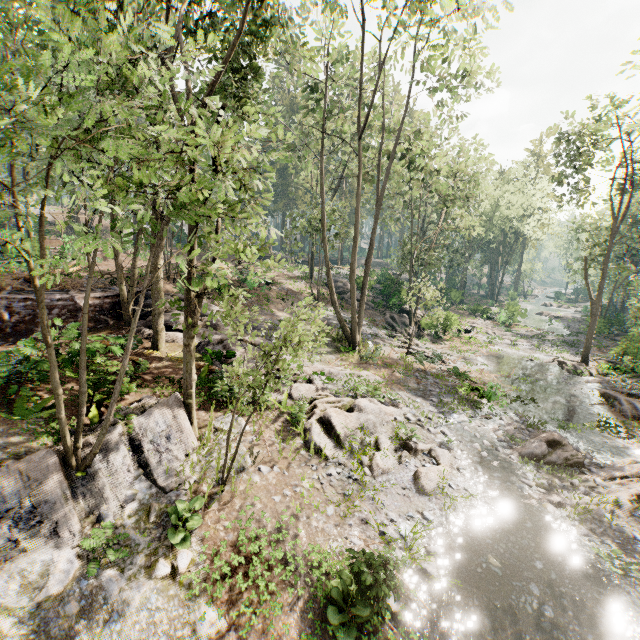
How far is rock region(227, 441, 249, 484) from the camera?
9.08m

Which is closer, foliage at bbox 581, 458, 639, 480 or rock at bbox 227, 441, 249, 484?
rock at bbox 227, 441, 249, 484

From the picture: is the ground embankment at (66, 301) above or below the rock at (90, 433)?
above

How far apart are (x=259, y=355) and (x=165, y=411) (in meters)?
3.30

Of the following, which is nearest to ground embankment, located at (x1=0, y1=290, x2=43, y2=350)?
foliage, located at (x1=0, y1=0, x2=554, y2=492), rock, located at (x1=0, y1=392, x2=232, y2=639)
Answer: foliage, located at (x1=0, y1=0, x2=554, y2=492)

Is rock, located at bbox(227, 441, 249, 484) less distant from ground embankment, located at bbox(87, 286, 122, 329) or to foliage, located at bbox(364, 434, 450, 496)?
foliage, located at bbox(364, 434, 450, 496)

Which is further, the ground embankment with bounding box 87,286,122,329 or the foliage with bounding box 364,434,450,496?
the ground embankment with bounding box 87,286,122,329

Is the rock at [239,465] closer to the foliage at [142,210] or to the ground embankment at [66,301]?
the foliage at [142,210]
